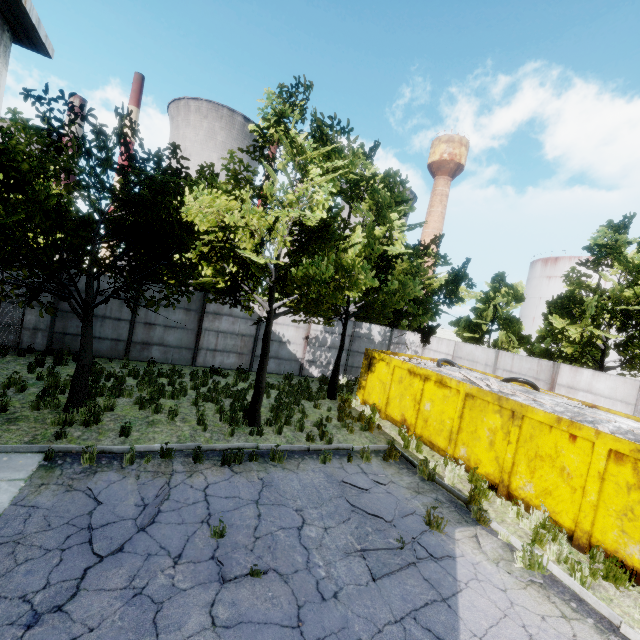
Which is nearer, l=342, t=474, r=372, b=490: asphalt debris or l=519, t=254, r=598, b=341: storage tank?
l=342, t=474, r=372, b=490: asphalt debris

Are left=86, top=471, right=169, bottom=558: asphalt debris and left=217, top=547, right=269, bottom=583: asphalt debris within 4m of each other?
yes

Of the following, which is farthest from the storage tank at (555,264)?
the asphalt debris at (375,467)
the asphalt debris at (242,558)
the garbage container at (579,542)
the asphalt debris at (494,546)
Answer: the asphalt debris at (242,558)

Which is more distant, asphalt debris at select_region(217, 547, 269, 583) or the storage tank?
the storage tank

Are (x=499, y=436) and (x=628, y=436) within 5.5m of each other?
yes

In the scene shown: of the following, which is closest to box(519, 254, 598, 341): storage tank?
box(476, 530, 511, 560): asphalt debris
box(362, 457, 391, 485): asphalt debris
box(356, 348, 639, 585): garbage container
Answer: box(356, 348, 639, 585): garbage container

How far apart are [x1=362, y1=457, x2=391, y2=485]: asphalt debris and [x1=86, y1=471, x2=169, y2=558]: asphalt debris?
4.85m

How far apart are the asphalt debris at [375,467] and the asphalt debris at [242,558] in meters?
3.9
